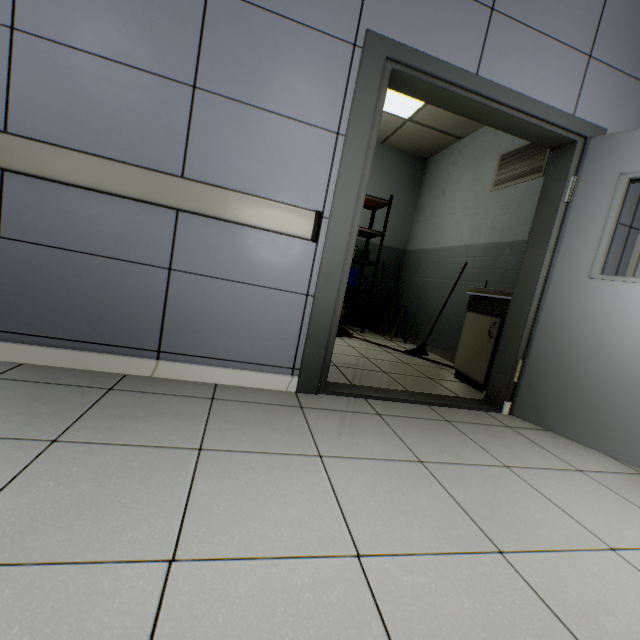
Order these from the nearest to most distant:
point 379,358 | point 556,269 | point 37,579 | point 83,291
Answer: point 37,579, point 83,291, point 556,269, point 379,358

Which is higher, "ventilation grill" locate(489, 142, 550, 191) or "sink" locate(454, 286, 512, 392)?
"ventilation grill" locate(489, 142, 550, 191)

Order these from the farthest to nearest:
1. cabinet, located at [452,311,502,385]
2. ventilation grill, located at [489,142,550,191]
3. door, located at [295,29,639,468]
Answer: ventilation grill, located at [489,142,550,191] < cabinet, located at [452,311,502,385] < door, located at [295,29,639,468]

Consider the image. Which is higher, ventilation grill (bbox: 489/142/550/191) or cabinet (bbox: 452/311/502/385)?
ventilation grill (bbox: 489/142/550/191)

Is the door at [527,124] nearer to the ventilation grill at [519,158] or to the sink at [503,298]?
the sink at [503,298]

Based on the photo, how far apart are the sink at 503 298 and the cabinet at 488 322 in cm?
4

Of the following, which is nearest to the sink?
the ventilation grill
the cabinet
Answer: the cabinet
